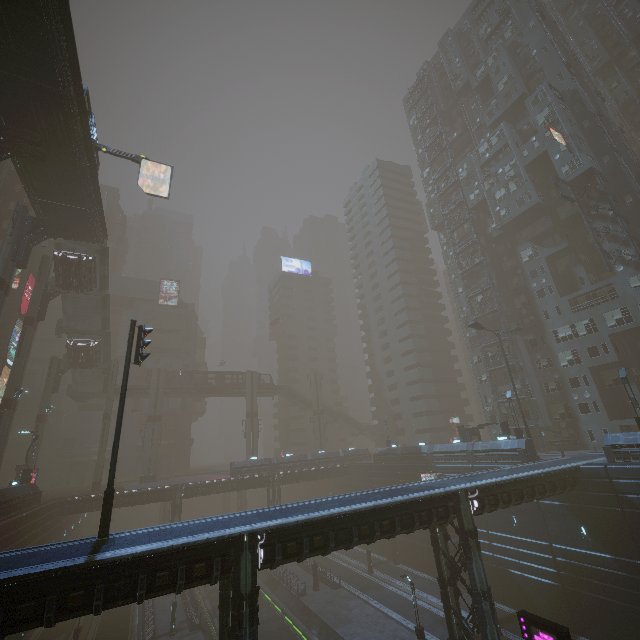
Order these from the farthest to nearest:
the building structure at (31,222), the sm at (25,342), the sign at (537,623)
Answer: the sm at (25,342) < the building structure at (31,222) < the sign at (537,623)

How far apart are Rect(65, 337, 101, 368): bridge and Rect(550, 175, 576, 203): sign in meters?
61.4 m

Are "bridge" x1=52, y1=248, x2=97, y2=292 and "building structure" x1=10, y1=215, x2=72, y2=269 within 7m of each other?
yes

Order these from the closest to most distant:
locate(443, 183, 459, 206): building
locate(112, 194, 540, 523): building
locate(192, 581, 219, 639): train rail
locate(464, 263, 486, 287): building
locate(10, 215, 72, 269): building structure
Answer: locate(10, 215, 72, 269): building structure → locate(192, 581, 219, 639): train rail → locate(112, 194, 540, 523): building → locate(464, 263, 486, 287): building → locate(443, 183, 459, 206): building

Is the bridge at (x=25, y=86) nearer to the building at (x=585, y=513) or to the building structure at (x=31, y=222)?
the building structure at (x=31, y=222)

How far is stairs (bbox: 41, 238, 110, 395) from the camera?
36.88m

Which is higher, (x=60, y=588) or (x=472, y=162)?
A: (x=472, y=162)

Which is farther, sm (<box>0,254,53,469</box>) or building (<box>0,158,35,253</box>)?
building (<box>0,158,35,253</box>)
